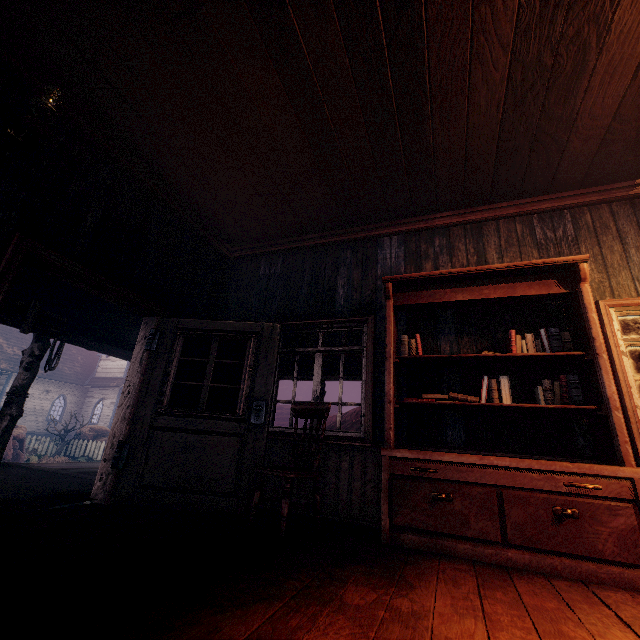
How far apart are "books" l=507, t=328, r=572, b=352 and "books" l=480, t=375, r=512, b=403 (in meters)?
0.20

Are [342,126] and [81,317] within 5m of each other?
no

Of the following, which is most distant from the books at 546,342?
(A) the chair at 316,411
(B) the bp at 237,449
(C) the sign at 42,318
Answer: (C) the sign at 42,318

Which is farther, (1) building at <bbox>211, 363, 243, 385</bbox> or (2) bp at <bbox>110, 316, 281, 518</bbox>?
(1) building at <bbox>211, 363, 243, 385</bbox>

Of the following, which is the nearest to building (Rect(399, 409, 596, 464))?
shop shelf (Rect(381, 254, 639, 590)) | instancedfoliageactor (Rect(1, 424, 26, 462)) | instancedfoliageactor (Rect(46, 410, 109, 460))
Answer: shop shelf (Rect(381, 254, 639, 590))

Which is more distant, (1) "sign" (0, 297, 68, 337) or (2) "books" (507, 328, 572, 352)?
(1) "sign" (0, 297, 68, 337)

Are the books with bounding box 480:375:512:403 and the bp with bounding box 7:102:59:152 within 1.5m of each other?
no

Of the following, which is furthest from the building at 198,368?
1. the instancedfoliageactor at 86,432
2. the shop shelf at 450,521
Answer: the instancedfoliageactor at 86,432
